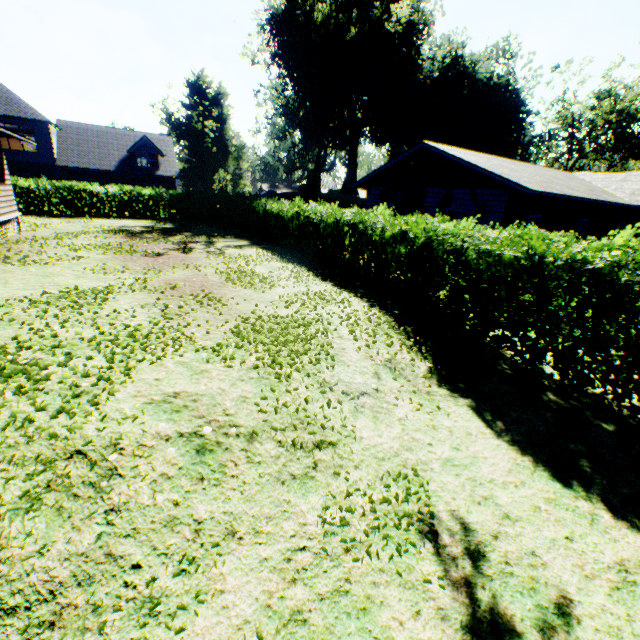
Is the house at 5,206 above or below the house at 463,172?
below

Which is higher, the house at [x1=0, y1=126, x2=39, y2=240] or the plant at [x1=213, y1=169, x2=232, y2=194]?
the plant at [x1=213, y1=169, x2=232, y2=194]

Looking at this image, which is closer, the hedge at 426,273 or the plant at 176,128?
the hedge at 426,273

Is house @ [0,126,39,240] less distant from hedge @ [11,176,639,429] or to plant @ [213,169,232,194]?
hedge @ [11,176,639,429]

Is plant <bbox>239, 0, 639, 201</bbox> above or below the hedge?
above

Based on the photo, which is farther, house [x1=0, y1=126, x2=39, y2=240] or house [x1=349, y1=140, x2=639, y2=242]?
house [x1=349, y1=140, x2=639, y2=242]

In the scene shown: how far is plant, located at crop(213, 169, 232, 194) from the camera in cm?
4325

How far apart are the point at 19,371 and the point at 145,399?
1.8m
